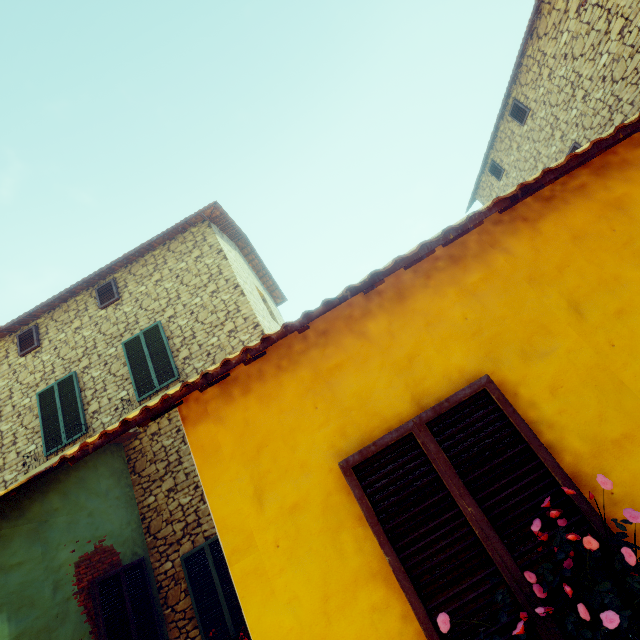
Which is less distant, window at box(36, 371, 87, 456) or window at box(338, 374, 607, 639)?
window at box(338, 374, 607, 639)

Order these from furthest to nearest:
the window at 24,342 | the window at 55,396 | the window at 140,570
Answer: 1. the window at 24,342
2. the window at 55,396
3. the window at 140,570

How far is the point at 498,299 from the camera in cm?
230

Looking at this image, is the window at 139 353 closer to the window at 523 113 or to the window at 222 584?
the window at 222 584

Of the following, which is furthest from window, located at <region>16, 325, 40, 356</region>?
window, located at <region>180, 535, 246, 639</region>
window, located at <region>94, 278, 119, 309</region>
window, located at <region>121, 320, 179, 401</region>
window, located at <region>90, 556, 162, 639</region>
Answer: window, located at <region>180, 535, 246, 639</region>

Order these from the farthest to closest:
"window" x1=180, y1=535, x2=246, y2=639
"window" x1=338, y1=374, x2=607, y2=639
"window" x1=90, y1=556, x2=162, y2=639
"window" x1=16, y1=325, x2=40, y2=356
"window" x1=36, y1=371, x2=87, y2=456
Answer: "window" x1=16, y1=325, x2=40, y2=356 → "window" x1=36, y1=371, x2=87, y2=456 → "window" x1=180, y1=535, x2=246, y2=639 → "window" x1=90, y1=556, x2=162, y2=639 → "window" x1=338, y1=374, x2=607, y2=639

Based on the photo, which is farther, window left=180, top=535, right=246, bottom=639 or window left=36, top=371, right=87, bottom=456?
window left=36, top=371, right=87, bottom=456

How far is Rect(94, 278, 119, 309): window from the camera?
8.6m
